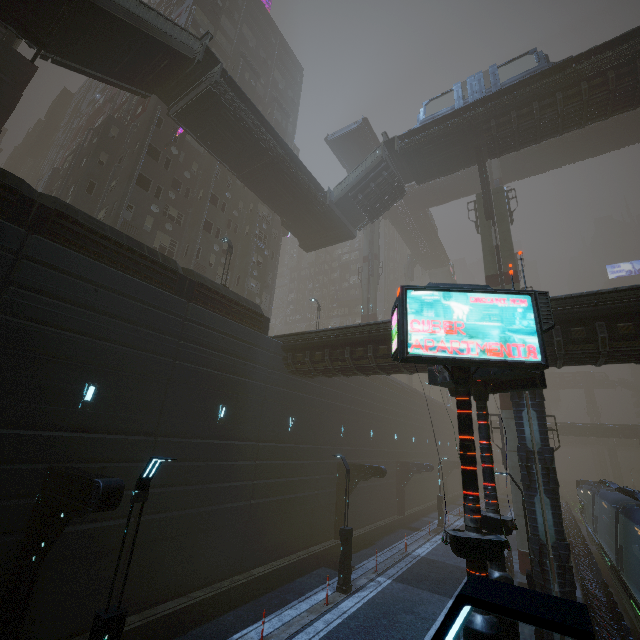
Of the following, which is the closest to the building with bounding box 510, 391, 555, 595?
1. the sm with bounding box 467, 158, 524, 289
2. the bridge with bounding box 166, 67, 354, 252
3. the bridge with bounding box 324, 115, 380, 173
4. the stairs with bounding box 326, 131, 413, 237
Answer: the sm with bounding box 467, 158, 524, 289

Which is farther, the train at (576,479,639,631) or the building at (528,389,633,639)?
the train at (576,479,639,631)

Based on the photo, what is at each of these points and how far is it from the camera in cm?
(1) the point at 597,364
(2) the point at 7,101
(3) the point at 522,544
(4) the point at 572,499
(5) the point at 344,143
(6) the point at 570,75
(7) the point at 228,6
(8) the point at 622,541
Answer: (1) building, 1309
(2) building, 1884
(3) sm, 1861
(4) train rail, 5816
(5) bridge, 3997
(6) bridge, 2062
(7) building, 3797
(8) train, 1324

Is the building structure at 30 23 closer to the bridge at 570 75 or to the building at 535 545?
the building at 535 545

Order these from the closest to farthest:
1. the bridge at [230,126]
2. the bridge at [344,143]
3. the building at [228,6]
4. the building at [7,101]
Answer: the building at [7,101]
the bridge at [230,126]
the building at [228,6]
the bridge at [344,143]

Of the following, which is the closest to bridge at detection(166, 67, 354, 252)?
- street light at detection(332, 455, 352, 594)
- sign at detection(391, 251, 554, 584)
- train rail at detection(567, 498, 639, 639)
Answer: sign at detection(391, 251, 554, 584)

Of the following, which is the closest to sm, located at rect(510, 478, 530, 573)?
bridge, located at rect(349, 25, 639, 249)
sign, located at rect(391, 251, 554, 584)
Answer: bridge, located at rect(349, 25, 639, 249)

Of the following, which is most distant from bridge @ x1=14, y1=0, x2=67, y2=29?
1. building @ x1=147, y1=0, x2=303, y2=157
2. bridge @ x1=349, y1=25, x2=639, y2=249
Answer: bridge @ x1=349, y1=25, x2=639, y2=249
